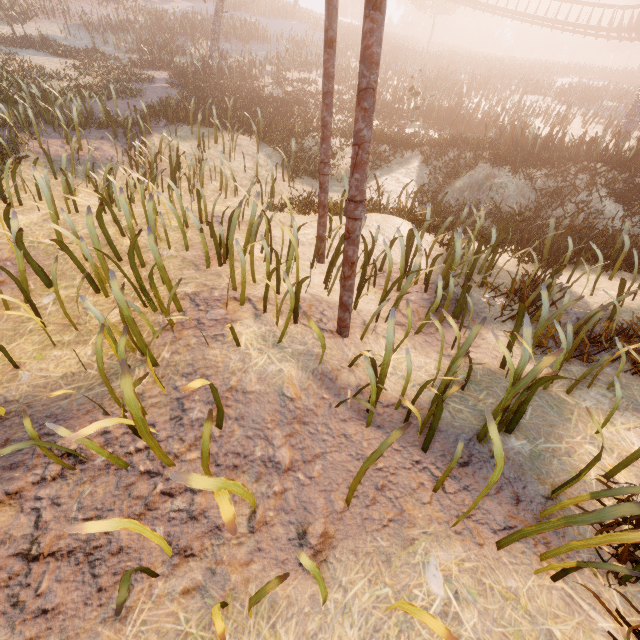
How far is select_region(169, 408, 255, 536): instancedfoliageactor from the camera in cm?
155

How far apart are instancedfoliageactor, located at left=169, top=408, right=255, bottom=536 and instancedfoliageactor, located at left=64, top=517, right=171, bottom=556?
0.1m

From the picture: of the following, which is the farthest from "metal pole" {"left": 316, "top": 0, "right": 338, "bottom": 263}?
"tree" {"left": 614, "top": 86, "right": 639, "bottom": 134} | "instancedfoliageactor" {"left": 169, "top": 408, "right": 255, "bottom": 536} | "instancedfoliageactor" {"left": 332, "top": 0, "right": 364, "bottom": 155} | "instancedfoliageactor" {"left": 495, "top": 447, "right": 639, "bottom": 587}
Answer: "instancedfoliageactor" {"left": 332, "top": 0, "right": 364, "bottom": 155}

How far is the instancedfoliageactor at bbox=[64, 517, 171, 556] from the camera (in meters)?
1.58

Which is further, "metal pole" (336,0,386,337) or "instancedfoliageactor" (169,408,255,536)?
"metal pole" (336,0,386,337)

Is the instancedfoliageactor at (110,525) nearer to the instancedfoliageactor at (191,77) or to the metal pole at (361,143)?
the metal pole at (361,143)

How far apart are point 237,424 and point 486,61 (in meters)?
43.93

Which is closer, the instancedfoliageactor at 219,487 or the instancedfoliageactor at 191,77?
the instancedfoliageactor at 219,487
